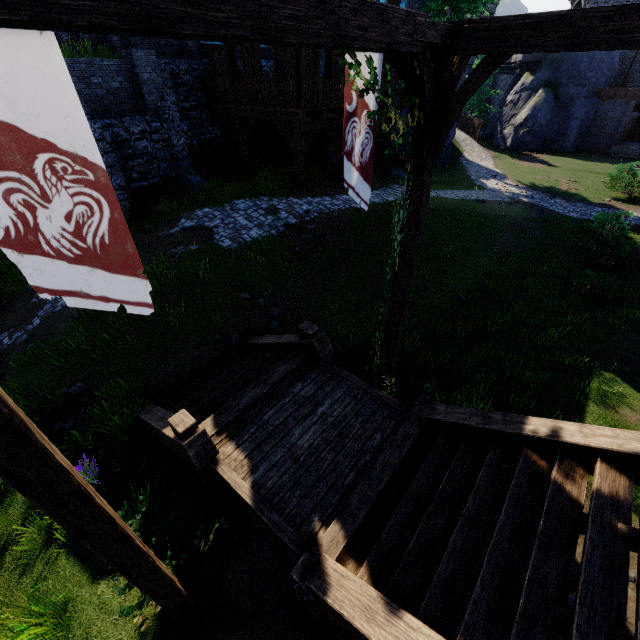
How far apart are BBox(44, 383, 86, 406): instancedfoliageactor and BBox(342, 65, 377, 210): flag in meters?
7.1 m

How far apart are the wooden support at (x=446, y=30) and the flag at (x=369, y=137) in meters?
0.1 m

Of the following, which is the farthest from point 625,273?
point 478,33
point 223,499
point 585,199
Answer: point 223,499

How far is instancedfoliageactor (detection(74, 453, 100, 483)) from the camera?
5.9 meters

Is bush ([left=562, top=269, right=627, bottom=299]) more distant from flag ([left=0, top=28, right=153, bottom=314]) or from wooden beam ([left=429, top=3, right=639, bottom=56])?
flag ([left=0, top=28, right=153, bottom=314])

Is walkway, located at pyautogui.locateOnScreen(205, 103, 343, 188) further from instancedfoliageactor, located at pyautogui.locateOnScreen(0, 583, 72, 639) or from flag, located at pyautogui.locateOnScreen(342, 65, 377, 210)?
instancedfoliageactor, located at pyautogui.locateOnScreen(0, 583, 72, 639)

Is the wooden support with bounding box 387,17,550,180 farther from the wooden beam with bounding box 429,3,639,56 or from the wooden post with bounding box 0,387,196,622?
the wooden post with bounding box 0,387,196,622

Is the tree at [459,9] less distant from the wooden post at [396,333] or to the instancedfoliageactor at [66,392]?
the wooden post at [396,333]
